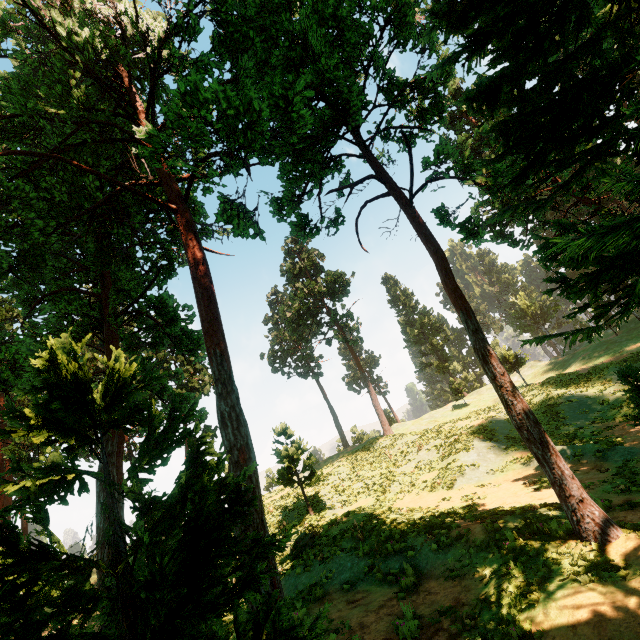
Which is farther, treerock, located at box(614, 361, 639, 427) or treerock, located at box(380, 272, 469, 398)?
treerock, located at box(380, 272, 469, 398)

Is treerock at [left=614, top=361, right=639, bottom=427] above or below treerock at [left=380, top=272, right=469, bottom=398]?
below

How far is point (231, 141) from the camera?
13.5 meters

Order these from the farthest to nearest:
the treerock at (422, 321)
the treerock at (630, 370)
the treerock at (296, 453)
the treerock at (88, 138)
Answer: the treerock at (422, 321) → the treerock at (296, 453) → the treerock at (630, 370) → the treerock at (88, 138)

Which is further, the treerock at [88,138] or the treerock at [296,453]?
the treerock at [296,453]

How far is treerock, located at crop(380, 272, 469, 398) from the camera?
49.6m
